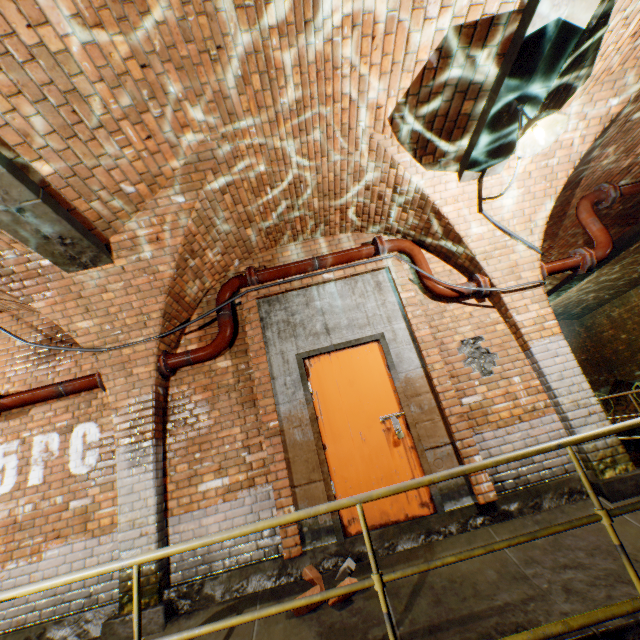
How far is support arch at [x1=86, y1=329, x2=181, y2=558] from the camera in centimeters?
359cm

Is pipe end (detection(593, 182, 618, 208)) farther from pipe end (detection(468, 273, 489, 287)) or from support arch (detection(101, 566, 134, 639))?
support arch (detection(101, 566, 134, 639))

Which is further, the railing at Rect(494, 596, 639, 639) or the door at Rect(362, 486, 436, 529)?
the door at Rect(362, 486, 436, 529)

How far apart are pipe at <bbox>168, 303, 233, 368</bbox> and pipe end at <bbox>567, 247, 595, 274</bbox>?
4.8m

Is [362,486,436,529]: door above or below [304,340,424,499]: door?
below

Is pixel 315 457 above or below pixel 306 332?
below

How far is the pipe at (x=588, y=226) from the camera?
4.6m

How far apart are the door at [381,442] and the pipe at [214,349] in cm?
106
